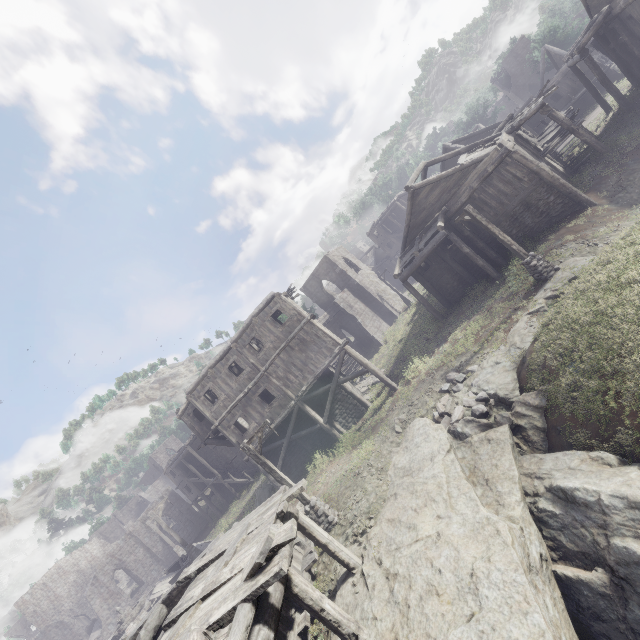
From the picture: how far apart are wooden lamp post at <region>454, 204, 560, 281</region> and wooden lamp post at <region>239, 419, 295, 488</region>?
12.8 meters

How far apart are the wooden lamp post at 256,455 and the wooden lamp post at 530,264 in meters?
12.8

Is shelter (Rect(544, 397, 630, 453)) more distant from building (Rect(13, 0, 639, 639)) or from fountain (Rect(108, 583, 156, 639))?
fountain (Rect(108, 583, 156, 639))

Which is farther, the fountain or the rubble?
the fountain

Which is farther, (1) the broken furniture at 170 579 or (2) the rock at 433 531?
(1) the broken furniture at 170 579

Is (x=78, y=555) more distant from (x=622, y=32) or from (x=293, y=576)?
(x=622, y=32)

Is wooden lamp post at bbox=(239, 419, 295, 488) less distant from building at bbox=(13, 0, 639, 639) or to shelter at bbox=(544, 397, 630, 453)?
building at bbox=(13, 0, 639, 639)

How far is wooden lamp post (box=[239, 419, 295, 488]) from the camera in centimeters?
1280cm
